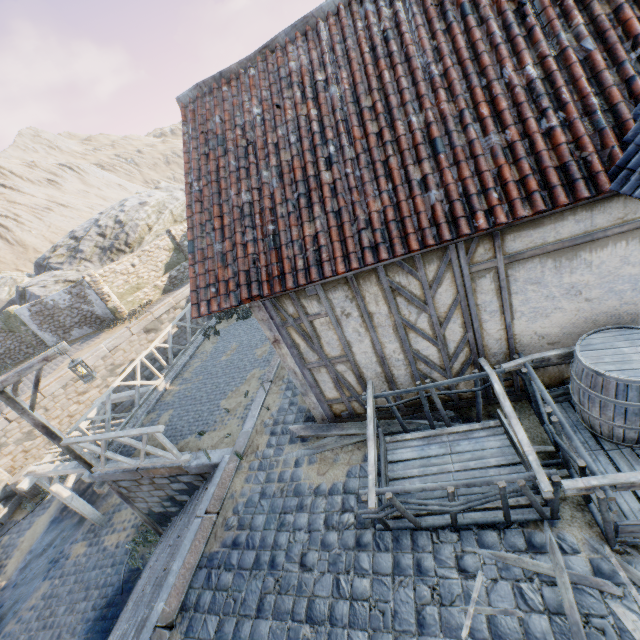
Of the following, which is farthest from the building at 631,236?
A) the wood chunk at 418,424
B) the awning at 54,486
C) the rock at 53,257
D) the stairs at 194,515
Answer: the rock at 53,257

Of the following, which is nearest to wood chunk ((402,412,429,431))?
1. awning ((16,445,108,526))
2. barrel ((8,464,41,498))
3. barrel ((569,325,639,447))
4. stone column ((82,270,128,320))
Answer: barrel ((569,325,639,447))

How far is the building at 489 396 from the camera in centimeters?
496cm

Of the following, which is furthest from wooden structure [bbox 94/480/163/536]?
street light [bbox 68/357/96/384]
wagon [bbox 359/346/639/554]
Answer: wagon [bbox 359/346/639/554]

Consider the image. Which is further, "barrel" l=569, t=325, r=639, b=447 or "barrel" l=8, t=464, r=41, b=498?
"barrel" l=8, t=464, r=41, b=498

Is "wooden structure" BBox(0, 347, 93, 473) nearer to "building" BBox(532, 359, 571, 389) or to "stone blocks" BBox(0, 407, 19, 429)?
"stone blocks" BBox(0, 407, 19, 429)

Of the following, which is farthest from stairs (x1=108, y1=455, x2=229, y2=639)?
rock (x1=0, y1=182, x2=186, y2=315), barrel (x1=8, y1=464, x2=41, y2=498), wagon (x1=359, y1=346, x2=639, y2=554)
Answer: rock (x1=0, y1=182, x2=186, y2=315)

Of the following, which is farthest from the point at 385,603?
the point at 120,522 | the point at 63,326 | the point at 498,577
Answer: the point at 63,326
